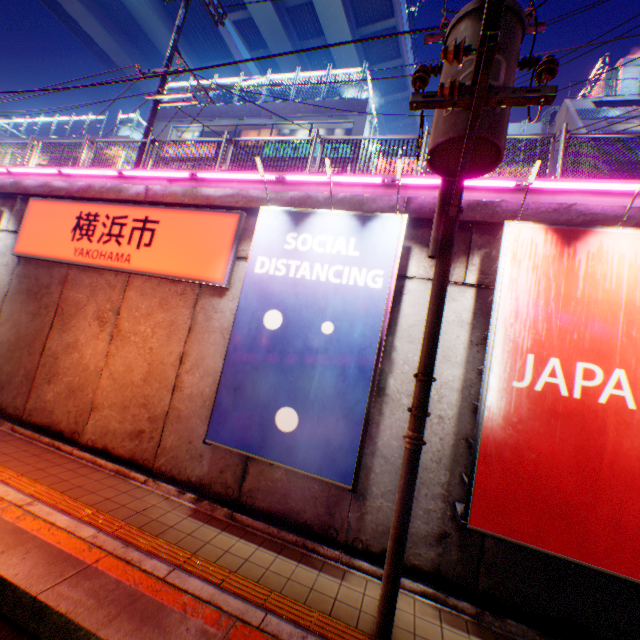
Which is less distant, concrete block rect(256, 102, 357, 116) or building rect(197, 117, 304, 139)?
concrete block rect(256, 102, 357, 116)

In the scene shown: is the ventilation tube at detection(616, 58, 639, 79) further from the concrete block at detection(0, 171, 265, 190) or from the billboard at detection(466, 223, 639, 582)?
the billboard at detection(466, 223, 639, 582)

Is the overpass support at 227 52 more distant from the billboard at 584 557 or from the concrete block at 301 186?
the billboard at 584 557

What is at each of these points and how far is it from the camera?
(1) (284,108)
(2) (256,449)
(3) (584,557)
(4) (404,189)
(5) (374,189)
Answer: (1) concrete block, 20.73m
(2) billboard, 5.27m
(3) billboard, 3.89m
(4) concrete block, 6.40m
(5) concrete block, 6.58m

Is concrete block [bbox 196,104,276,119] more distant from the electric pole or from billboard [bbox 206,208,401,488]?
billboard [bbox 206,208,401,488]

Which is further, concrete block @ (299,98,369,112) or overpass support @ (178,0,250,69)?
overpass support @ (178,0,250,69)

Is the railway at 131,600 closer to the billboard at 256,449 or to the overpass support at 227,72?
the overpass support at 227,72

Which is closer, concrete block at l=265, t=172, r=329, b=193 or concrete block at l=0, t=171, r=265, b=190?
concrete block at l=265, t=172, r=329, b=193
